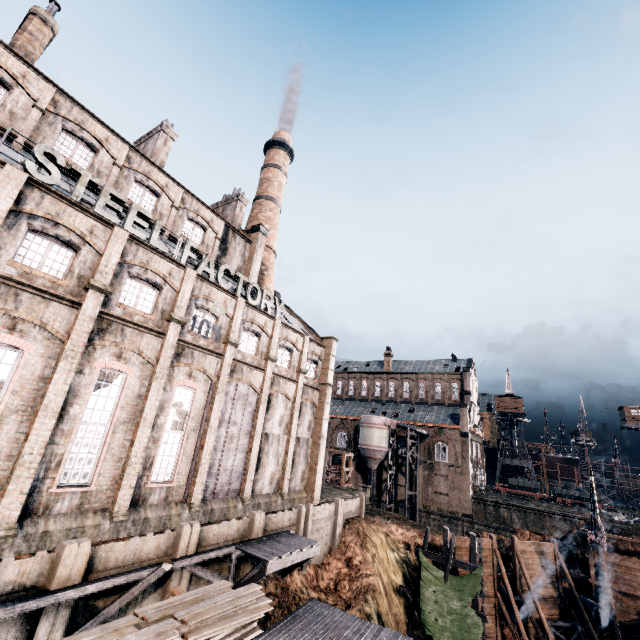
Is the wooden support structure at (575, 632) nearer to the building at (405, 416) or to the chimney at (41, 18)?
the building at (405, 416)

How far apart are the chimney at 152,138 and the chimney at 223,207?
7.6 meters

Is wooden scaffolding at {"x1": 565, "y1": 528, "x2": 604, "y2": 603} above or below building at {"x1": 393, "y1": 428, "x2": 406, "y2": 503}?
below

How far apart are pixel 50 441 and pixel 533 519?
54.2 meters

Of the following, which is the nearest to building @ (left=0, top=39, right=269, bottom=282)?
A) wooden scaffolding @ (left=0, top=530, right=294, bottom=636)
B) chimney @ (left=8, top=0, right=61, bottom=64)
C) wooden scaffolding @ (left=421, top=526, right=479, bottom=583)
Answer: wooden scaffolding @ (left=0, top=530, right=294, bottom=636)

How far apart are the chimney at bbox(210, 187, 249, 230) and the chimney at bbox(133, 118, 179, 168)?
7.59m

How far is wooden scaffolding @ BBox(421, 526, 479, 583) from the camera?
24.2m

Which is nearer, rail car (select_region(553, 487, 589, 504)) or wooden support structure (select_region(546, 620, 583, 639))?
wooden support structure (select_region(546, 620, 583, 639))
